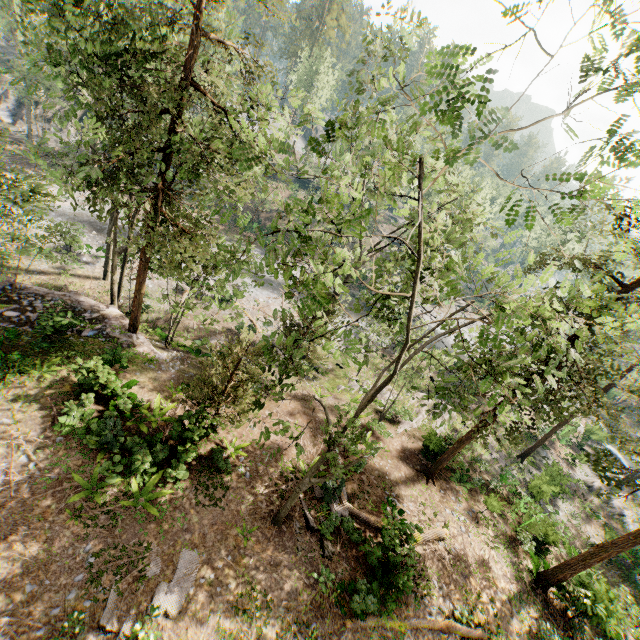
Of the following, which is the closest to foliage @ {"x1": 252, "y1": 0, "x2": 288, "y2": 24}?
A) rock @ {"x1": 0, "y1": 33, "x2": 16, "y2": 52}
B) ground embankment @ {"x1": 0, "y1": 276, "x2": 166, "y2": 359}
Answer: ground embankment @ {"x1": 0, "y1": 276, "x2": 166, "y2": 359}

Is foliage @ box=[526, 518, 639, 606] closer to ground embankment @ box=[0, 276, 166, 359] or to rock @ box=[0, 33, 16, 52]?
ground embankment @ box=[0, 276, 166, 359]

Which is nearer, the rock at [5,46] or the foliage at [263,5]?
the foliage at [263,5]

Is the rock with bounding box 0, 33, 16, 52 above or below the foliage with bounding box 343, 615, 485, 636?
above

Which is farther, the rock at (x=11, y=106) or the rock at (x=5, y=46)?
the rock at (x=5, y=46)

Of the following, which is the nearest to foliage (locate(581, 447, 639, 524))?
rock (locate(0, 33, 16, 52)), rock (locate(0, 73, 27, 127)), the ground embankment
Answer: the ground embankment

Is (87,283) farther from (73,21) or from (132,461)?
(73,21)

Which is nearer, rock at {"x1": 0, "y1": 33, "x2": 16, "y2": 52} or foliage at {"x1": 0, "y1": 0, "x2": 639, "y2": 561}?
foliage at {"x1": 0, "y1": 0, "x2": 639, "y2": 561}
